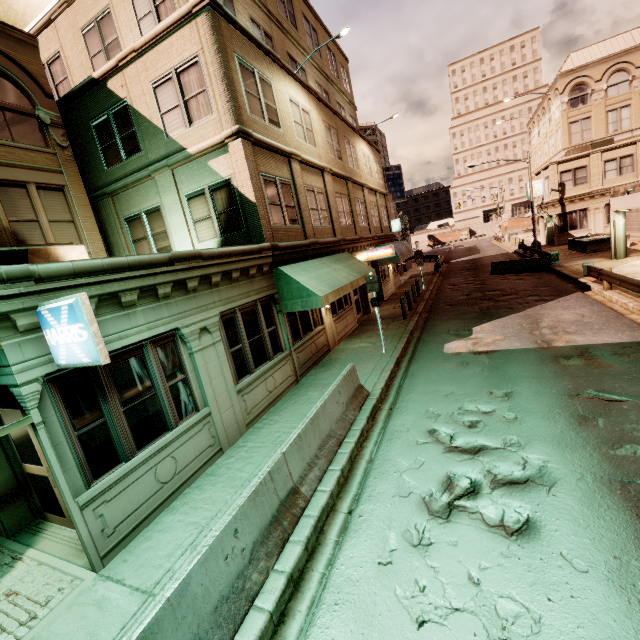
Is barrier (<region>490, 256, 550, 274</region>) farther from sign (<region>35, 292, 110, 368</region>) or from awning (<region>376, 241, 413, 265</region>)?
sign (<region>35, 292, 110, 368</region>)

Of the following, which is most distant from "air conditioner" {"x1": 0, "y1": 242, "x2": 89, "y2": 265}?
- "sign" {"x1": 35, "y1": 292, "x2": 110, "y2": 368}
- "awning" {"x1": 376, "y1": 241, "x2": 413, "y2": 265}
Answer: "awning" {"x1": 376, "y1": 241, "x2": 413, "y2": 265}

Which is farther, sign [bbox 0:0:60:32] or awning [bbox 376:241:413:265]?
awning [bbox 376:241:413:265]

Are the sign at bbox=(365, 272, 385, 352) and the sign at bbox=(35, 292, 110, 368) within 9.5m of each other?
yes

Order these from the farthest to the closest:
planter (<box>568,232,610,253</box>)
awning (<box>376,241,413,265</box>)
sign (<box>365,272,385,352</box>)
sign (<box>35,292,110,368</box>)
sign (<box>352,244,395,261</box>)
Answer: planter (<box>568,232,610,253</box>), awning (<box>376,241,413,265</box>), sign (<box>352,244,395,261</box>), sign (<box>365,272,385,352</box>), sign (<box>35,292,110,368</box>)

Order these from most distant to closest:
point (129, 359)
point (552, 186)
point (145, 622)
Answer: point (552, 186) < point (129, 359) < point (145, 622)

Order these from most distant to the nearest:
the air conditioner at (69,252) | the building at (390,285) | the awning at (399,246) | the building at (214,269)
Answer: the building at (390,285)
the awning at (399,246)
the air conditioner at (69,252)
the building at (214,269)

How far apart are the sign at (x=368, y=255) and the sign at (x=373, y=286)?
5.9m
